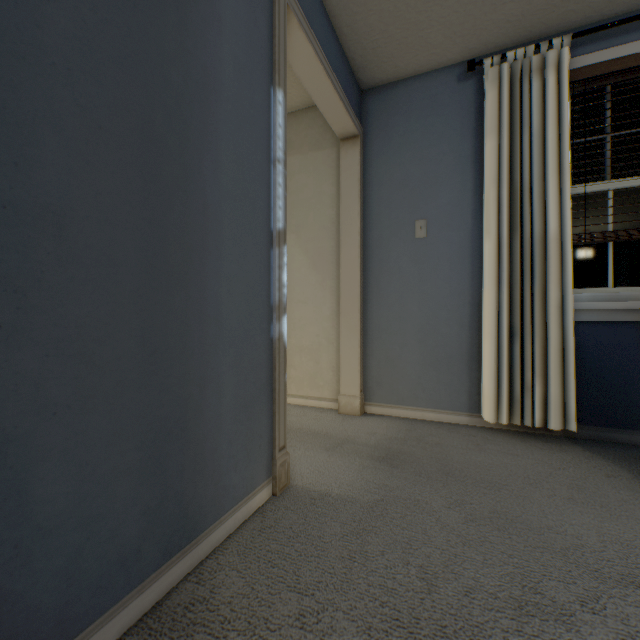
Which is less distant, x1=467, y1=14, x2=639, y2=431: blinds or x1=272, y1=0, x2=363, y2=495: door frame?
x1=272, y1=0, x2=363, y2=495: door frame

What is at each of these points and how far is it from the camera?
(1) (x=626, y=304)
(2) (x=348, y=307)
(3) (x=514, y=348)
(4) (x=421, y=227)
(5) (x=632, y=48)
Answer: (1) window, 1.83m
(2) door frame, 2.43m
(3) blinds, 1.91m
(4) light switch, 2.31m
(5) window, 1.85m

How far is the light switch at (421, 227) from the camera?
2.3m

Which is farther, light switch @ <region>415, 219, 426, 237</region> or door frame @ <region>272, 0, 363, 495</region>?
light switch @ <region>415, 219, 426, 237</region>

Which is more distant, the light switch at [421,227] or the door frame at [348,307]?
the light switch at [421,227]

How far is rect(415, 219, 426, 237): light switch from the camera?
2.3 meters

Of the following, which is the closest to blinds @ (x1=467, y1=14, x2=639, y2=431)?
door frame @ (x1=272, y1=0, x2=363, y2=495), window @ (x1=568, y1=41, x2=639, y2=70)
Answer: window @ (x1=568, y1=41, x2=639, y2=70)

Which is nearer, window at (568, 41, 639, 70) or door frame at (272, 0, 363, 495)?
door frame at (272, 0, 363, 495)
